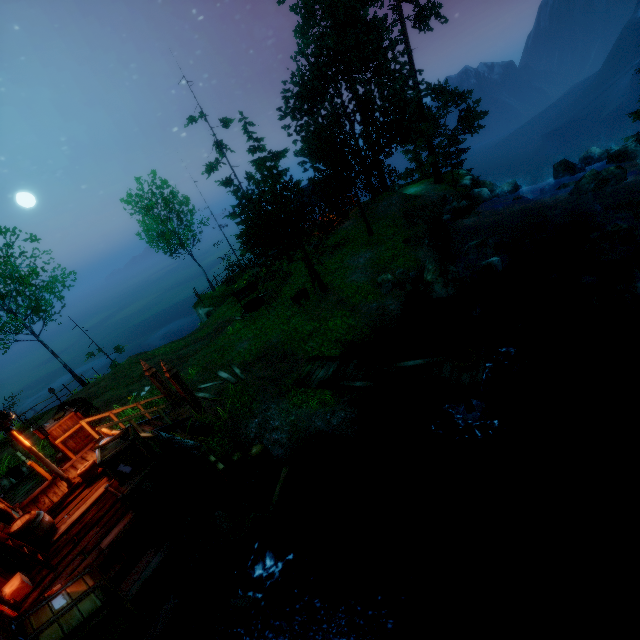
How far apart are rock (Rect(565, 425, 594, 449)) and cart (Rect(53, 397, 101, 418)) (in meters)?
17.65

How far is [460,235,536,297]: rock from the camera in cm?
1484

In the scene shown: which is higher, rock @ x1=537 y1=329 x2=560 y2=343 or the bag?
the bag

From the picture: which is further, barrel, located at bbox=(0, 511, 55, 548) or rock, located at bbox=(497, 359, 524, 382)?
rock, located at bbox=(497, 359, 524, 382)

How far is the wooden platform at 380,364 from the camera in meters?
9.3 m

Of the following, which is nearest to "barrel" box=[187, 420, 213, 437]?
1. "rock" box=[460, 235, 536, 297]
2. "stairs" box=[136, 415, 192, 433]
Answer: "stairs" box=[136, 415, 192, 433]

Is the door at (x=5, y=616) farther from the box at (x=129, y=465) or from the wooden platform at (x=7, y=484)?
the wooden platform at (x=7, y=484)

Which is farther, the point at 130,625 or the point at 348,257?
the point at 348,257
